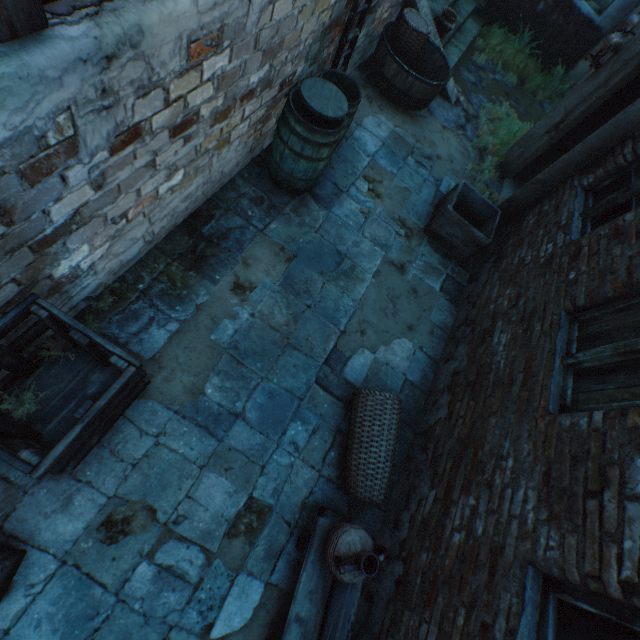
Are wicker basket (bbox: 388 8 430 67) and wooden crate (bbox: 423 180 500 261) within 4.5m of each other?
yes

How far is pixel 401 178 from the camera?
4.96m

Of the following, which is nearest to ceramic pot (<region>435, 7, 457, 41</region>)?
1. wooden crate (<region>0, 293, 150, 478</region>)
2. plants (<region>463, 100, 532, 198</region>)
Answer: plants (<region>463, 100, 532, 198</region>)

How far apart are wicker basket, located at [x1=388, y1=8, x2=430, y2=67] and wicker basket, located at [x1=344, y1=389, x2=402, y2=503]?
5.6m

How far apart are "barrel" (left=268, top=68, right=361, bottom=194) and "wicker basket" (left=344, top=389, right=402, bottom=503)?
2.5 meters

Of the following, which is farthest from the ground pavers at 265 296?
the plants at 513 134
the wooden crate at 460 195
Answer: the plants at 513 134

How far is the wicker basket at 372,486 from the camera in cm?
281

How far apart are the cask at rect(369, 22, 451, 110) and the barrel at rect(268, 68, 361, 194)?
2.5m
